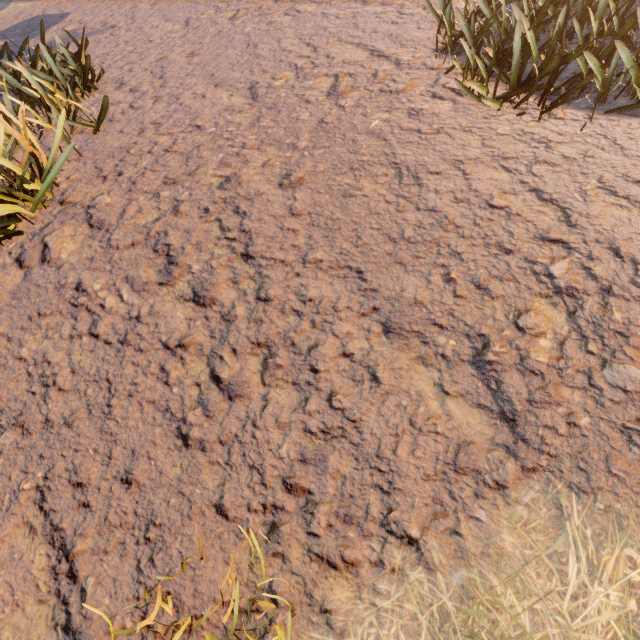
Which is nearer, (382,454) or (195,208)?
(382,454)
